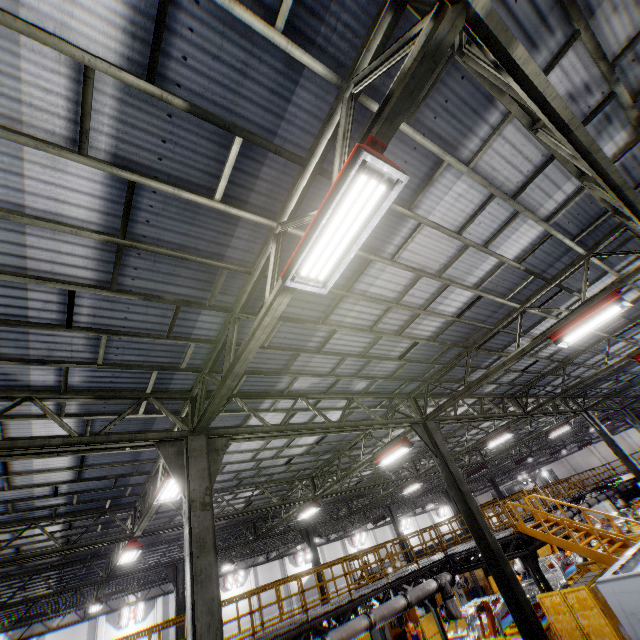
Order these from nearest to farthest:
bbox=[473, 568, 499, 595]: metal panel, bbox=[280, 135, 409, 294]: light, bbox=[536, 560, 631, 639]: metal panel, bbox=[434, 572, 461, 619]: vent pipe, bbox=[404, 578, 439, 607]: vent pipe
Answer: bbox=[280, 135, 409, 294]: light → bbox=[536, 560, 631, 639]: metal panel → bbox=[404, 578, 439, 607]: vent pipe → bbox=[434, 572, 461, 619]: vent pipe → bbox=[473, 568, 499, 595]: metal panel

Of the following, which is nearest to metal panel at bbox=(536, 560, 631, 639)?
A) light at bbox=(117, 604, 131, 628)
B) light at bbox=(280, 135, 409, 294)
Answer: light at bbox=(280, 135, 409, 294)

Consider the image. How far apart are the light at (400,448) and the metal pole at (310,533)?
12.7m

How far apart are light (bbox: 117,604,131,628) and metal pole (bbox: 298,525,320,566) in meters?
15.9

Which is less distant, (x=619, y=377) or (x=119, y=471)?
(x=119, y=471)

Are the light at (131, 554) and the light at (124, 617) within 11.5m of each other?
no

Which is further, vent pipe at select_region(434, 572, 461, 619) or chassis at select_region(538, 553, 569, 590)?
chassis at select_region(538, 553, 569, 590)

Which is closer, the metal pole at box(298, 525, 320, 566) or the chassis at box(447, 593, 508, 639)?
the chassis at box(447, 593, 508, 639)
